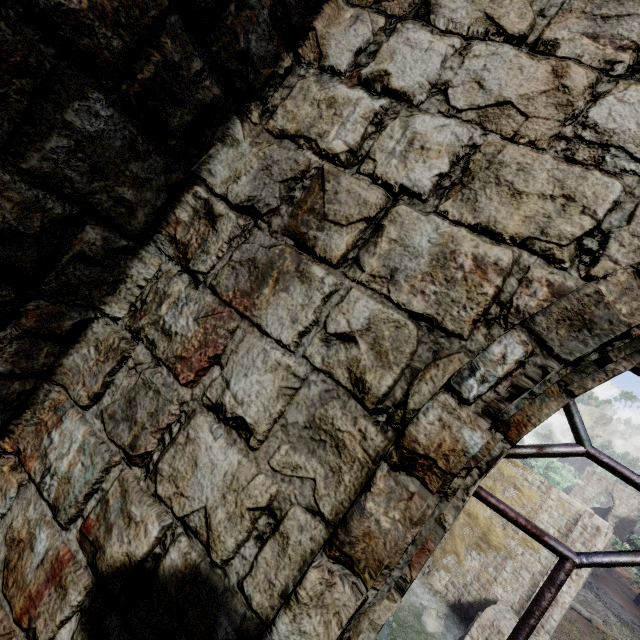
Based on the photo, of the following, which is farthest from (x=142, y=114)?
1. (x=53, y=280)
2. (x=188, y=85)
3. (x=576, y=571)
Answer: (x=576, y=571)

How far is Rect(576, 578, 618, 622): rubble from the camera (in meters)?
26.48

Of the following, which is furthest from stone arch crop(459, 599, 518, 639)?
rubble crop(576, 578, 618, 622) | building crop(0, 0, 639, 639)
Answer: rubble crop(576, 578, 618, 622)

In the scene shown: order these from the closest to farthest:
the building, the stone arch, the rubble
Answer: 1. the building
2. the stone arch
3. the rubble

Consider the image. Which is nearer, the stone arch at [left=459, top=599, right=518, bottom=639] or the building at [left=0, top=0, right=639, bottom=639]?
the building at [left=0, top=0, right=639, bottom=639]

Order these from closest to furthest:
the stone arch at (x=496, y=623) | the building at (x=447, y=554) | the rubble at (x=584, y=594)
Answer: the building at (x=447, y=554), the stone arch at (x=496, y=623), the rubble at (x=584, y=594)

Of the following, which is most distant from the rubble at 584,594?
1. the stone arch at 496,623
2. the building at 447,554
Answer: the stone arch at 496,623

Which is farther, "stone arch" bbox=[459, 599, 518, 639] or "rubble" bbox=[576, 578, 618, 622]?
"rubble" bbox=[576, 578, 618, 622]
